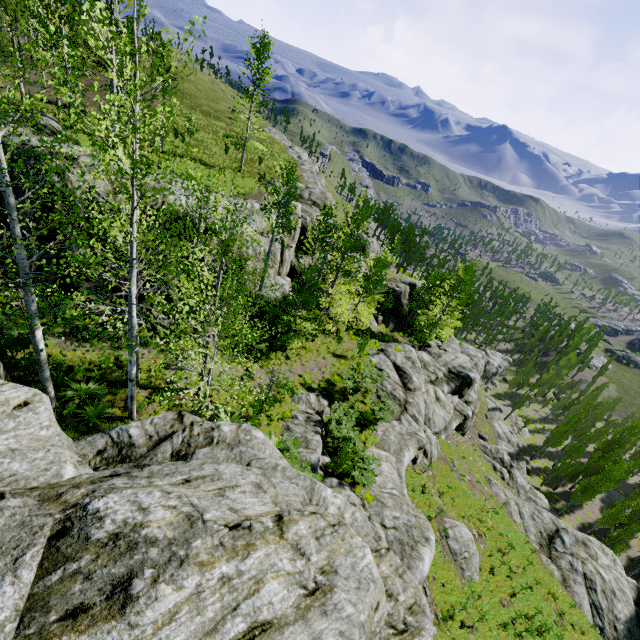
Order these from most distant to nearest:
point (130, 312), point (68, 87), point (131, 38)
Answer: point (131, 38) < point (68, 87) < point (130, 312)

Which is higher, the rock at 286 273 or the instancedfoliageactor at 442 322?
the rock at 286 273

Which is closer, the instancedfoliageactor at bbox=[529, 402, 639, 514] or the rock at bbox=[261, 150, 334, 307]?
the rock at bbox=[261, 150, 334, 307]

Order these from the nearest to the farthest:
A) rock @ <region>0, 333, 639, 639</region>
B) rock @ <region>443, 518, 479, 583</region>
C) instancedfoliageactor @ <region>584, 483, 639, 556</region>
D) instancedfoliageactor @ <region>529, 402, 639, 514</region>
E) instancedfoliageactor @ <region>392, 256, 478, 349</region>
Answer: rock @ <region>0, 333, 639, 639</region>, rock @ <region>443, 518, 479, 583</region>, instancedfoliageactor @ <region>392, 256, 478, 349</region>, instancedfoliageactor @ <region>584, 483, 639, 556</region>, instancedfoliageactor @ <region>529, 402, 639, 514</region>

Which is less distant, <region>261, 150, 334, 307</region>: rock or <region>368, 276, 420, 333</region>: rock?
<region>261, 150, 334, 307</region>: rock

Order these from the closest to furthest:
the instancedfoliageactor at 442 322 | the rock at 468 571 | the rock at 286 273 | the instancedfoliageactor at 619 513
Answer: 1. the rock at 468 571
2. the rock at 286 273
3. the instancedfoliageactor at 442 322
4. the instancedfoliageactor at 619 513

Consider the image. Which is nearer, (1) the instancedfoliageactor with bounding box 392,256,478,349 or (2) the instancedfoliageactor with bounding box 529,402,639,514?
(1) the instancedfoliageactor with bounding box 392,256,478,349
